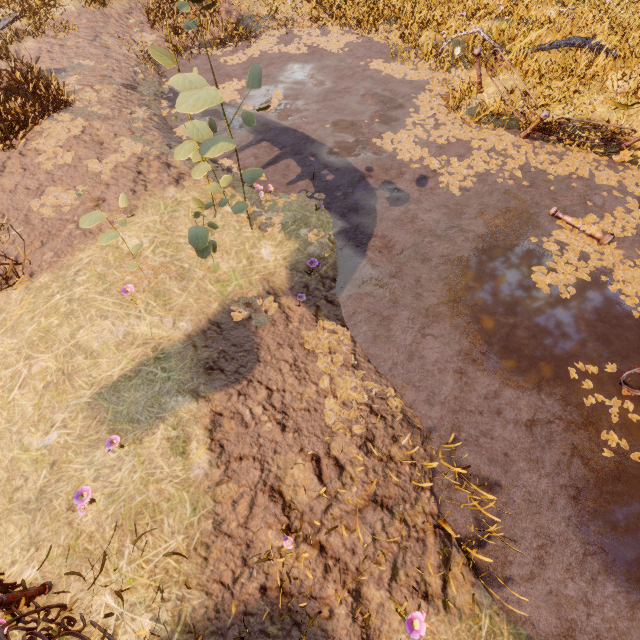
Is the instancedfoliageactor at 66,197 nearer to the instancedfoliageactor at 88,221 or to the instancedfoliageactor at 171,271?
the instancedfoliageactor at 171,271

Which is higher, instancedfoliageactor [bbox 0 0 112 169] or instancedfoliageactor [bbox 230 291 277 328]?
instancedfoliageactor [bbox 0 0 112 169]

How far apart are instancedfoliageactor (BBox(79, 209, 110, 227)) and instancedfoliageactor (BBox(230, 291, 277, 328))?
1.99m

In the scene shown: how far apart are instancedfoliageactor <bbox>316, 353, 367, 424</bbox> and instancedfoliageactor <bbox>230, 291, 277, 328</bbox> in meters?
0.6

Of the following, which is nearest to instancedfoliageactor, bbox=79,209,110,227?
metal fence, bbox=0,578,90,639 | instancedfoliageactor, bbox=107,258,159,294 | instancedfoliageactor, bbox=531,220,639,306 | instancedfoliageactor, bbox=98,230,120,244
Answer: instancedfoliageactor, bbox=98,230,120,244

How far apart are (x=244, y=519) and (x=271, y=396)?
1.4 meters

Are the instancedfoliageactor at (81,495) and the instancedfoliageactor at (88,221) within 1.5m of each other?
no

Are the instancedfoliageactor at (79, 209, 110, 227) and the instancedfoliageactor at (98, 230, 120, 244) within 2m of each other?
yes
